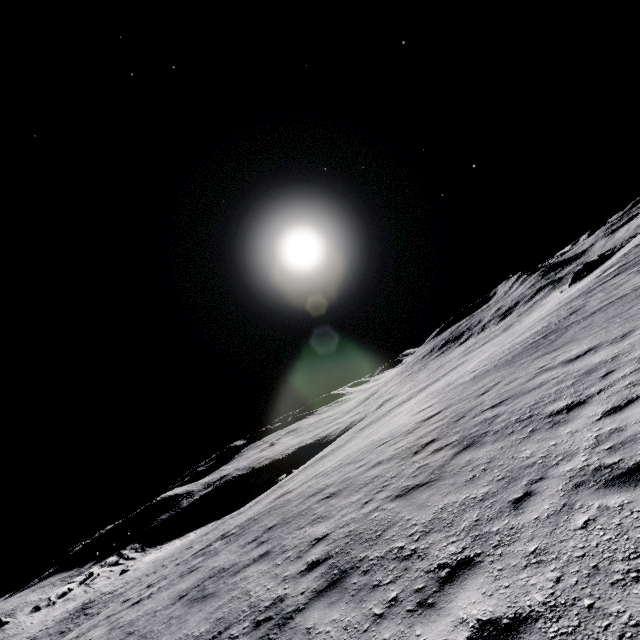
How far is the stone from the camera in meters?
58.1

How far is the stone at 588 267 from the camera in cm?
5812

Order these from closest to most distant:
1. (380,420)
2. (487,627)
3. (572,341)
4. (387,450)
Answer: (487,627), (572,341), (387,450), (380,420)
